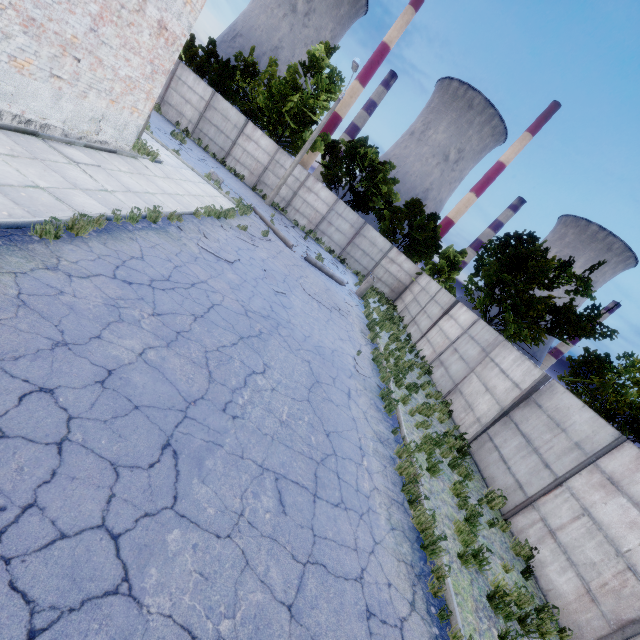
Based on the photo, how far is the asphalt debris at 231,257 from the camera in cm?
948

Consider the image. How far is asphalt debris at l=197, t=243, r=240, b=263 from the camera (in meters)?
9.48

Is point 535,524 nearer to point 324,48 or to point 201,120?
point 201,120
